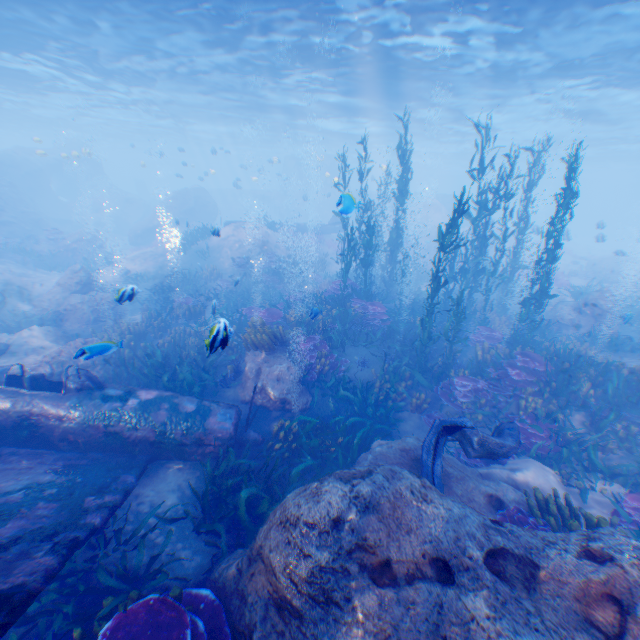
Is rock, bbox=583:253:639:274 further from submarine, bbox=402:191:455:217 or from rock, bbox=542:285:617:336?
rock, bbox=542:285:617:336

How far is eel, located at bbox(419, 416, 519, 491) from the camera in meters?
5.7

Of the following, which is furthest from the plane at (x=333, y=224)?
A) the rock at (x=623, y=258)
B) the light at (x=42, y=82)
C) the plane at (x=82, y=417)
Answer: the rock at (x=623, y=258)

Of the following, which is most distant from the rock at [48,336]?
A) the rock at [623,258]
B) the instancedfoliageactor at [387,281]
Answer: the rock at [623,258]

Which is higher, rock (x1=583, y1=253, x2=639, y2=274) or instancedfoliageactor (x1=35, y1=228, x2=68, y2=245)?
instancedfoliageactor (x1=35, y1=228, x2=68, y2=245)

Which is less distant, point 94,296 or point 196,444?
point 196,444

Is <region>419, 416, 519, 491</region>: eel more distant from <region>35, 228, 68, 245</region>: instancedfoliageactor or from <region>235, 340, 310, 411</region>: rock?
<region>35, 228, 68, 245</region>: instancedfoliageactor

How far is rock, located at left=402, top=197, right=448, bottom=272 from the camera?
28.6m
